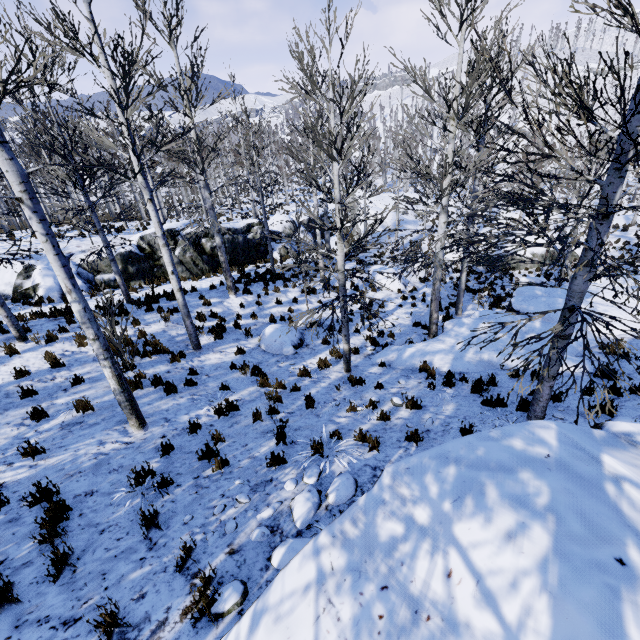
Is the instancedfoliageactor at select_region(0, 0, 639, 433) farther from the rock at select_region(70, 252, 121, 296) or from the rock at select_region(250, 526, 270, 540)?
the rock at select_region(250, 526, 270, 540)

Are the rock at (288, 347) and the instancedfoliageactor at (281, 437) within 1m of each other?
no

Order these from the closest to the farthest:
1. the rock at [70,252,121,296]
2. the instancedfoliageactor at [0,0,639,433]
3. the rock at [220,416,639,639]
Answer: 1. the rock at [220,416,639,639]
2. the instancedfoliageactor at [0,0,639,433]
3. the rock at [70,252,121,296]

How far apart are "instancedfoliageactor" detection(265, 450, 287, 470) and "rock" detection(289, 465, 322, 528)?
0.2m

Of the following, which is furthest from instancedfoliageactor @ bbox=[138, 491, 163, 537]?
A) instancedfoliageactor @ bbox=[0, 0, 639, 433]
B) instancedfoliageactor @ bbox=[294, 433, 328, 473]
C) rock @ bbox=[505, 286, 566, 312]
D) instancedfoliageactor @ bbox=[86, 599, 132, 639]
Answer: rock @ bbox=[505, 286, 566, 312]

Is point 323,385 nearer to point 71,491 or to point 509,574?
point 71,491

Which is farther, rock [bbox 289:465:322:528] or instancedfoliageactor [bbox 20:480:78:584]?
rock [bbox 289:465:322:528]

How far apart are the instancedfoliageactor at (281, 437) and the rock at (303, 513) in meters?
0.8
